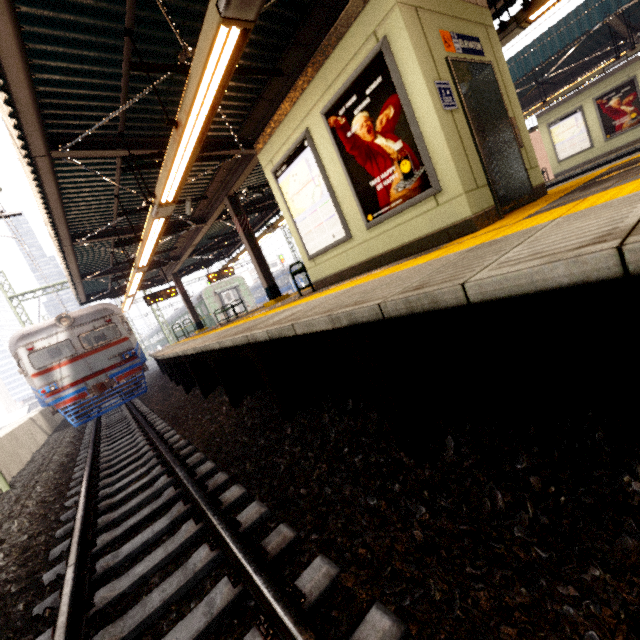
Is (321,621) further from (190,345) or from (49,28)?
(49,28)

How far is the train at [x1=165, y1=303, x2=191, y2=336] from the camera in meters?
32.6

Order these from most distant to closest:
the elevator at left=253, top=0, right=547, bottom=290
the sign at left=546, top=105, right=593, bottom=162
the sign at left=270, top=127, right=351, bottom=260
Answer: the sign at left=546, top=105, right=593, bottom=162, the sign at left=270, top=127, right=351, bottom=260, the elevator at left=253, top=0, right=547, bottom=290

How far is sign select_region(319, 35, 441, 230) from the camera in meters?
3.7

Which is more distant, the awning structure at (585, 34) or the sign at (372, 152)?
the awning structure at (585, 34)

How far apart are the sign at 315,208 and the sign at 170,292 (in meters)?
11.63

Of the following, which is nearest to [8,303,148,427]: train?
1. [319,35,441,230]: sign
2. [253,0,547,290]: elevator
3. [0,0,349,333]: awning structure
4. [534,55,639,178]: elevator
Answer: [0,0,349,333]: awning structure

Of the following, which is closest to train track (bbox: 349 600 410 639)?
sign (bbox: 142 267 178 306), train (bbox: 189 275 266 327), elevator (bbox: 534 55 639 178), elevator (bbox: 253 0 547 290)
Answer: train (bbox: 189 275 266 327)
